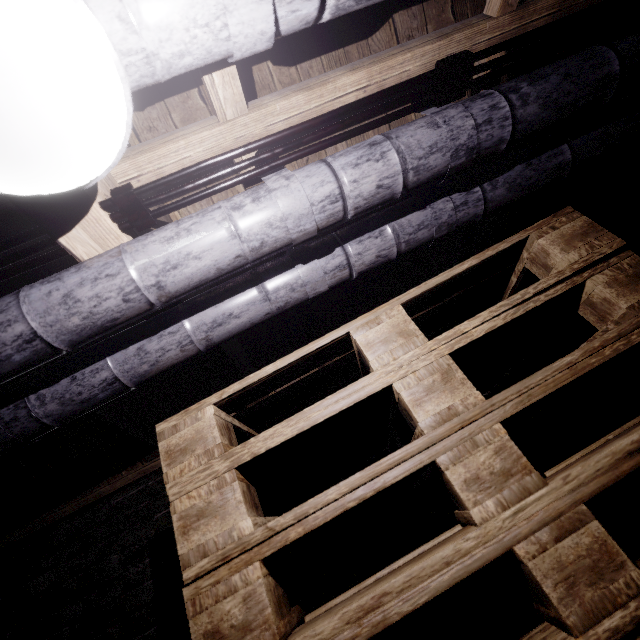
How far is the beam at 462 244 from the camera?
1.84m

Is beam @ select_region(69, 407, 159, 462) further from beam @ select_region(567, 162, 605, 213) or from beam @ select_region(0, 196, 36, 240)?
beam @ select_region(567, 162, 605, 213)

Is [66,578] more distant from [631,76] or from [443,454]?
[631,76]

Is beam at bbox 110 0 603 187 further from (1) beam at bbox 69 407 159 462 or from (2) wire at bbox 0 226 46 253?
(1) beam at bbox 69 407 159 462

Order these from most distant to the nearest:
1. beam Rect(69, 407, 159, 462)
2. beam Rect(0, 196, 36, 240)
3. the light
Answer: beam Rect(69, 407, 159, 462), beam Rect(0, 196, 36, 240), the light

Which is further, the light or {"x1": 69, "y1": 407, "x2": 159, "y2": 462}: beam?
{"x1": 69, "y1": 407, "x2": 159, "y2": 462}: beam

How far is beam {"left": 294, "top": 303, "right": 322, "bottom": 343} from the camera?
1.7m
